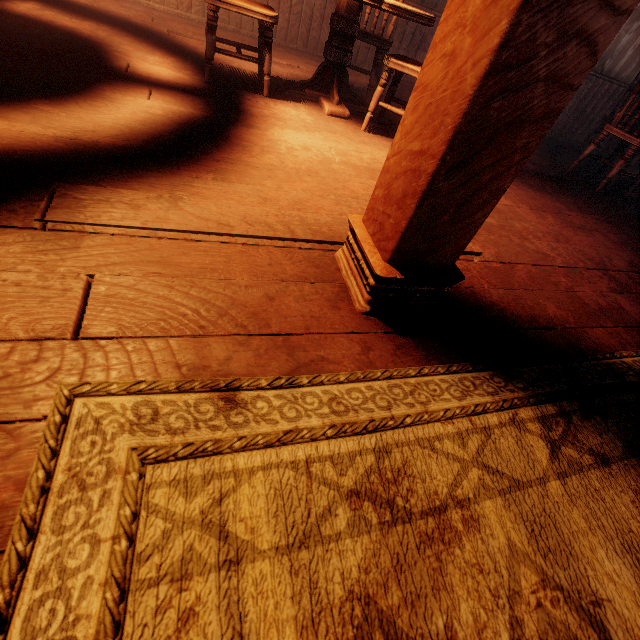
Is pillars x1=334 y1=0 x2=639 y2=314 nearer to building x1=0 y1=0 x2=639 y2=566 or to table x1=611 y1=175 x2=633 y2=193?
building x1=0 y1=0 x2=639 y2=566

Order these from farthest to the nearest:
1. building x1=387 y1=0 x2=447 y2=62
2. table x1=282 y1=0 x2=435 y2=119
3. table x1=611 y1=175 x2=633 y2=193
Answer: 1. building x1=387 y1=0 x2=447 y2=62
2. table x1=611 y1=175 x2=633 y2=193
3. table x1=282 y1=0 x2=435 y2=119

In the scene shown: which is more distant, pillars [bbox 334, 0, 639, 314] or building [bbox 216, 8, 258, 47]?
building [bbox 216, 8, 258, 47]

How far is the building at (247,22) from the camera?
4.0m

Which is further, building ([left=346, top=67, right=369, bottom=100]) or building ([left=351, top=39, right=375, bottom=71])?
building ([left=351, top=39, right=375, bottom=71])

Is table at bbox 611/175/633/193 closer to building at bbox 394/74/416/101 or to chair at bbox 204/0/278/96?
building at bbox 394/74/416/101

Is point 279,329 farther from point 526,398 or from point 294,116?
point 294,116

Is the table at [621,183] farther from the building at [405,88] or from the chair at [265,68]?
the chair at [265,68]
